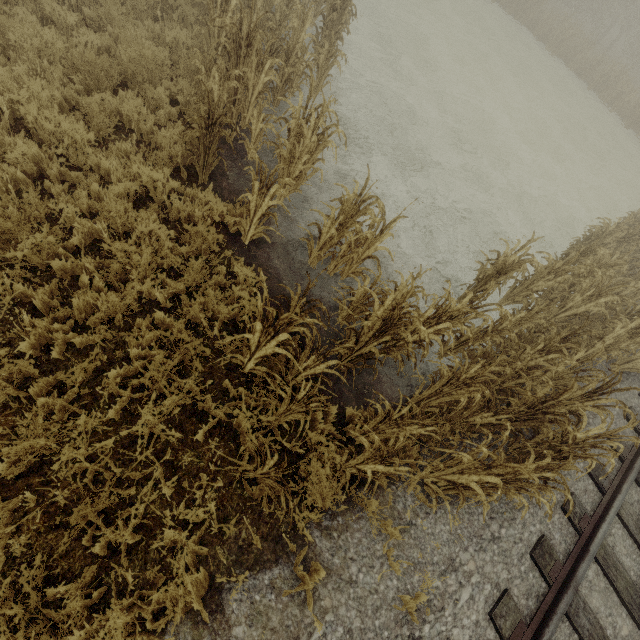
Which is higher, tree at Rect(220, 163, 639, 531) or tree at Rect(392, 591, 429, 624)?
tree at Rect(392, 591, 429, 624)

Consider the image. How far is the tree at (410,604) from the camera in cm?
342

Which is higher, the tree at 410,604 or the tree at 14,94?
the tree at 410,604

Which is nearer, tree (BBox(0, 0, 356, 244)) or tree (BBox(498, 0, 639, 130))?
tree (BBox(0, 0, 356, 244))

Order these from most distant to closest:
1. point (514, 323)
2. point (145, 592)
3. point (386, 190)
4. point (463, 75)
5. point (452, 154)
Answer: point (463, 75), point (452, 154), point (386, 190), point (514, 323), point (145, 592)

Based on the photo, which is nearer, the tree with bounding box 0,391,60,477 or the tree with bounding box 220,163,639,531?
the tree with bounding box 0,391,60,477
